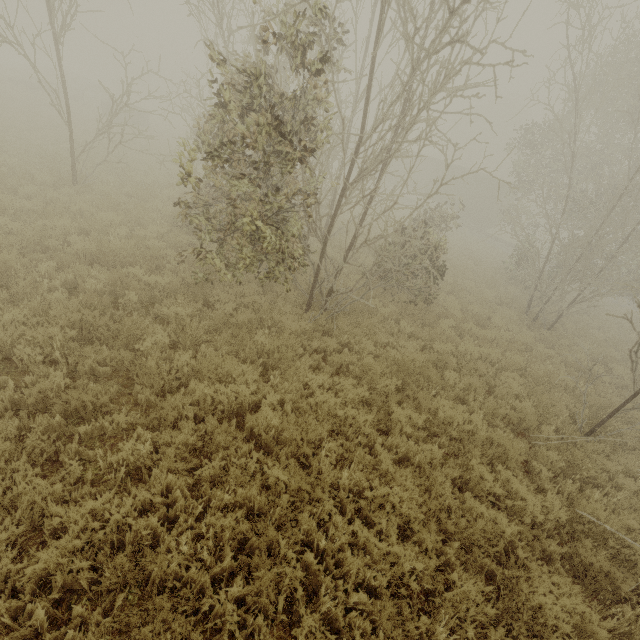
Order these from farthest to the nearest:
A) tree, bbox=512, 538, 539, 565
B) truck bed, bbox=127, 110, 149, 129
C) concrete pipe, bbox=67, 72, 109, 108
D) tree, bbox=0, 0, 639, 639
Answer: concrete pipe, bbox=67, 72, 109, 108
truck bed, bbox=127, 110, 149, 129
tree, bbox=512, 538, 539, 565
tree, bbox=0, 0, 639, 639

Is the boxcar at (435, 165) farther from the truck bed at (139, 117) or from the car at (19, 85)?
the car at (19, 85)

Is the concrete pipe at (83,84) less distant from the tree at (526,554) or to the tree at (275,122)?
the tree at (275,122)

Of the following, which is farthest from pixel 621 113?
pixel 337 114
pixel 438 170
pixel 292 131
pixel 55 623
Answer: pixel 55 623

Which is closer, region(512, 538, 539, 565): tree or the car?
region(512, 538, 539, 565): tree

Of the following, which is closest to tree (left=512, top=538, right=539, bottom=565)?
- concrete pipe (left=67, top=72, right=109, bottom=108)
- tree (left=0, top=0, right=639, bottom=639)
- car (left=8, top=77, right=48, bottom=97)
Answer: tree (left=0, top=0, right=639, bottom=639)

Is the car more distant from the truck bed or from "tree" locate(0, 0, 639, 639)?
"tree" locate(0, 0, 639, 639)

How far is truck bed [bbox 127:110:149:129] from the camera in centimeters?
2596cm
